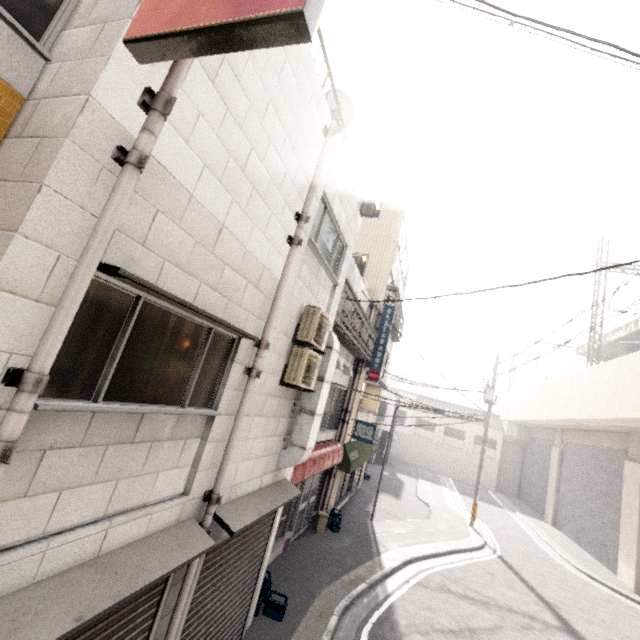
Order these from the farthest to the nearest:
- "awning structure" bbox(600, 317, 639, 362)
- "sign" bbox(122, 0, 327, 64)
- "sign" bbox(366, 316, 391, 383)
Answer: "awning structure" bbox(600, 317, 639, 362)
"sign" bbox(366, 316, 391, 383)
"sign" bbox(122, 0, 327, 64)

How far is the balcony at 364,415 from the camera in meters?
13.8

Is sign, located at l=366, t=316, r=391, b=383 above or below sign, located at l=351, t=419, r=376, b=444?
above

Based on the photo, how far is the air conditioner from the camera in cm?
534

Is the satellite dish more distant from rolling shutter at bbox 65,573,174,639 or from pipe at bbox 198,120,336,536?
rolling shutter at bbox 65,573,174,639

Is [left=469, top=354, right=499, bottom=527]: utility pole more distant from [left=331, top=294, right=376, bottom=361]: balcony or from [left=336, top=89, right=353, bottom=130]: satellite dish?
[left=336, top=89, right=353, bottom=130]: satellite dish

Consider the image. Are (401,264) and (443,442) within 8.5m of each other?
no

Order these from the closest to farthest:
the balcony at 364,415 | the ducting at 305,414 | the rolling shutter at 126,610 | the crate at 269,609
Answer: the rolling shutter at 126,610
the ducting at 305,414
the crate at 269,609
the balcony at 364,415
